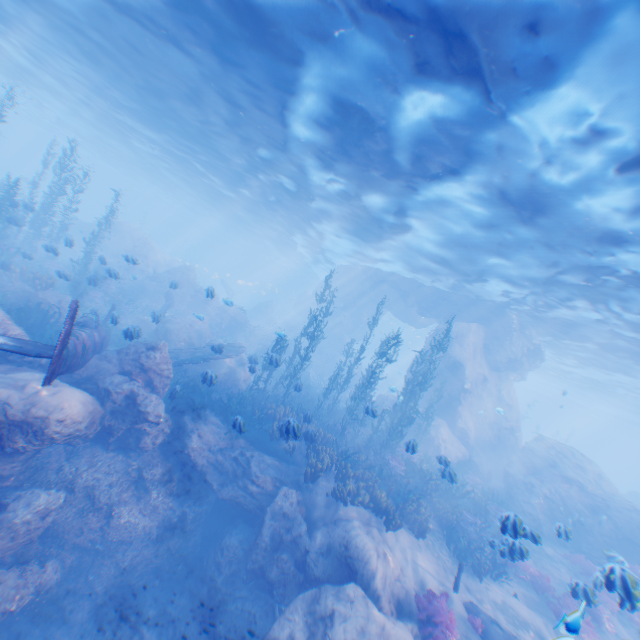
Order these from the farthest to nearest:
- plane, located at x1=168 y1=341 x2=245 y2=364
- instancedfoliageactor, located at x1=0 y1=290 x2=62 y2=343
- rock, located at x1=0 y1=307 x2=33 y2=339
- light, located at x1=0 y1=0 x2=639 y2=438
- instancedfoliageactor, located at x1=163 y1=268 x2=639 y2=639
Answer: plane, located at x1=168 y1=341 x2=245 y2=364 < instancedfoliageactor, located at x1=0 y1=290 x2=62 y2=343 < instancedfoliageactor, located at x1=163 y1=268 x2=639 y2=639 < rock, located at x1=0 y1=307 x2=33 y2=339 < light, located at x1=0 y1=0 x2=639 y2=438

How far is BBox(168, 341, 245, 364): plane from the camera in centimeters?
1349cm

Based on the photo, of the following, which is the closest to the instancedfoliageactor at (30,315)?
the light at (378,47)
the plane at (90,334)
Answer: the plane at (90,334)

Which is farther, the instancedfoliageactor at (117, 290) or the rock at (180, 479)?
the instancedfoliageactor at (117, 290)

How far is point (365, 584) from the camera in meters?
8.3 m

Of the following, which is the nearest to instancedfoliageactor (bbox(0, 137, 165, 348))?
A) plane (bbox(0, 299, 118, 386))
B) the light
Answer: plane (bbox(0, 299, 118, 386))

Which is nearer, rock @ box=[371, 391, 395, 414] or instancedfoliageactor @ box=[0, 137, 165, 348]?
instancedfoliageactor @ box=[0, 137, 165, 348]
